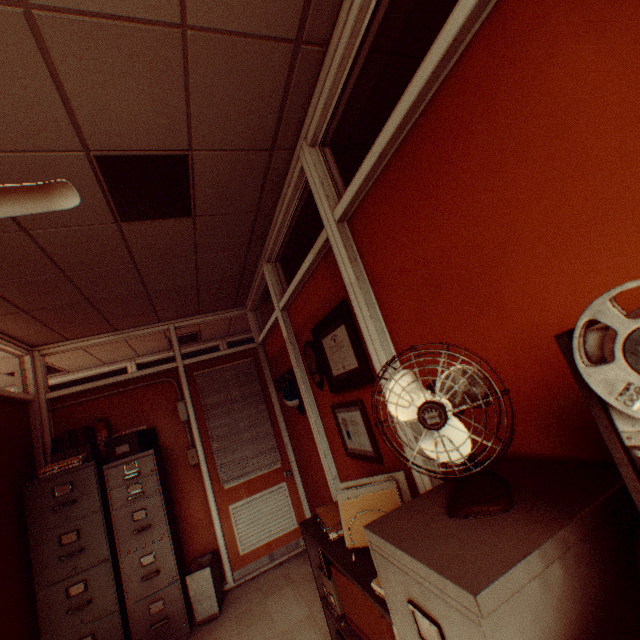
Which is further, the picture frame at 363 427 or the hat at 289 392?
the hat at 289 392

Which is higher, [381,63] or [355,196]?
[381,63]

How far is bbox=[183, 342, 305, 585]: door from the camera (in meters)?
4.16

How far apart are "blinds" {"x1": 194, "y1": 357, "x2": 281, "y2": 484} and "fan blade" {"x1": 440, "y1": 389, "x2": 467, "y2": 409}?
4.0 meters

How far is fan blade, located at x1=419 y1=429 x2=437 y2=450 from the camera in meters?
1.0 m

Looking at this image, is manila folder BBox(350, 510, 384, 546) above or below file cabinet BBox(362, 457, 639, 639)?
below

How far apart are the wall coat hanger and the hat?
0.1m

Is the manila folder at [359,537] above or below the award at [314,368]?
below
